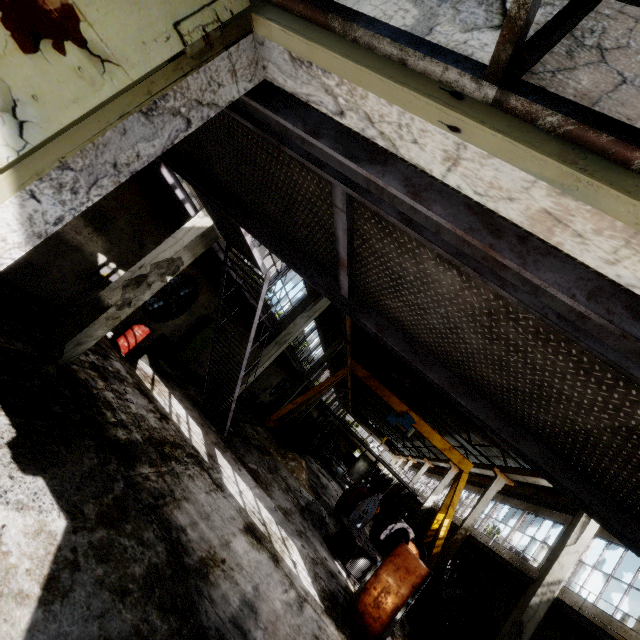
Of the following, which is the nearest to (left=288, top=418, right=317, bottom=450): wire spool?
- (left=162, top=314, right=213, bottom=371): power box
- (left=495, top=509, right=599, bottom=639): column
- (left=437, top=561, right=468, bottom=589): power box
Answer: (left=162, top=314, right=213, bottom=371): power box

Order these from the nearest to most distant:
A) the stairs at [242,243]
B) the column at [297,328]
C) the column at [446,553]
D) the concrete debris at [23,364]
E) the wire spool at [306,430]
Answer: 1. the concrete debris at [23,364]
2. the stairs at [242,243]
3. the column at [297,328]
4. the column at [446,553]
5. the wire spool at [306,430]

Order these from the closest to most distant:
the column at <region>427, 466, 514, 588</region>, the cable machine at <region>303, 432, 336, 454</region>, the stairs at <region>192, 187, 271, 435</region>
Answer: the stairs at <region>192, 187, 271, 435</region>
the column at <region>427, 466, 514, 588</region>
the cable machine at <region>303, 432, 336, 454</region>

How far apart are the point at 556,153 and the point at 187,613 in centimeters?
554cm

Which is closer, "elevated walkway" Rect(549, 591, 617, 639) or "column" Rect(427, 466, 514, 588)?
"elevated walkway" Rect(549, 591, 617, 639)

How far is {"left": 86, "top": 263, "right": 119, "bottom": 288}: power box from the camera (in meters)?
8.62

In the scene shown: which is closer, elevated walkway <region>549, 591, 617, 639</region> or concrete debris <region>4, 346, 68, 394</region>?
concrete debris <region>4, 346, 68, 394</region>

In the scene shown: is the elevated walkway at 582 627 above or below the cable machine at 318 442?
above
